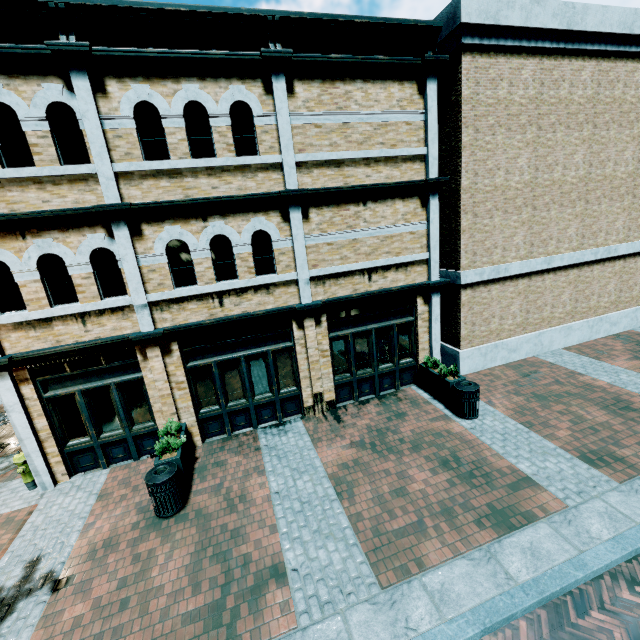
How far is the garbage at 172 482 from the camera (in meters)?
6.26

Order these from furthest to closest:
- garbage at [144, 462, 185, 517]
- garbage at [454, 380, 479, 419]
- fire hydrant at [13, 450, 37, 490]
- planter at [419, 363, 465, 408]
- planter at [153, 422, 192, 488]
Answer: planter at [419, 363, 465, 408], garbage at [454, 380, 479, 419], fire hydrant at [13, 450, 37, 490], planter at [153, 422, 192, 488], garbage at [144, 462, 185, 517]

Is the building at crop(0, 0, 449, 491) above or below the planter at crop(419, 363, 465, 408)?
above

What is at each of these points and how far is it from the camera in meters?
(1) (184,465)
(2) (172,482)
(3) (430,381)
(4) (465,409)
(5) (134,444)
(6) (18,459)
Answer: (1) planter, 7.2
(2) garbage, 6.4
(3) planter, 9.6
(4) garbage, 8.3
(5) building, 8.3
(6) fire hydrant, 7.4

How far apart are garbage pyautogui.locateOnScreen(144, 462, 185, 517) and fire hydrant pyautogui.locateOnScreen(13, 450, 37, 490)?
3.5 meters

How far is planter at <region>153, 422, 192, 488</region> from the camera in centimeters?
691cm

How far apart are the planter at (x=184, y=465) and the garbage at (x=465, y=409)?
6.8 meters

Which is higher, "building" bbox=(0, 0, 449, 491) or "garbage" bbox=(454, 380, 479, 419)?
"building" bbox=(0, 0, 449, 491)
